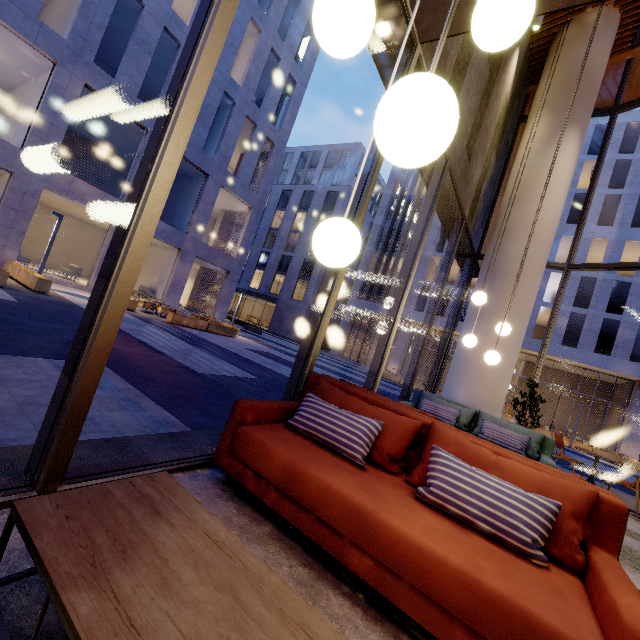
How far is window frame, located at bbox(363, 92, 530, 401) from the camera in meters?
5.0 m

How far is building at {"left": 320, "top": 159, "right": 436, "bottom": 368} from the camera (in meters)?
35.22

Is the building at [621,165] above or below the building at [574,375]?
above

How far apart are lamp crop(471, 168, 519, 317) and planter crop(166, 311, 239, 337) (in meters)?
13.50

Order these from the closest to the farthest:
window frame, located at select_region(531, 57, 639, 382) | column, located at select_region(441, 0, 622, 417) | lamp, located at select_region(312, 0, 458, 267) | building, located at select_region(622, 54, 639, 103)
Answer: lamp, located at select_region(312, 0, 458, 267) → column, located at select_region(441, 0, 622, 417) → window frame, located at select_region(531, 57, 639, 382) → building, located at select_region(622, 54, 639, 103)

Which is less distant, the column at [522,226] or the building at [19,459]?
the building at [19,459]

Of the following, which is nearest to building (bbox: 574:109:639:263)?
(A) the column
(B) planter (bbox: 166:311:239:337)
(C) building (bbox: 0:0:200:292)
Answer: (C) building (bbox: 0:0:200:292)

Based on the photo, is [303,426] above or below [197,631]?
above
